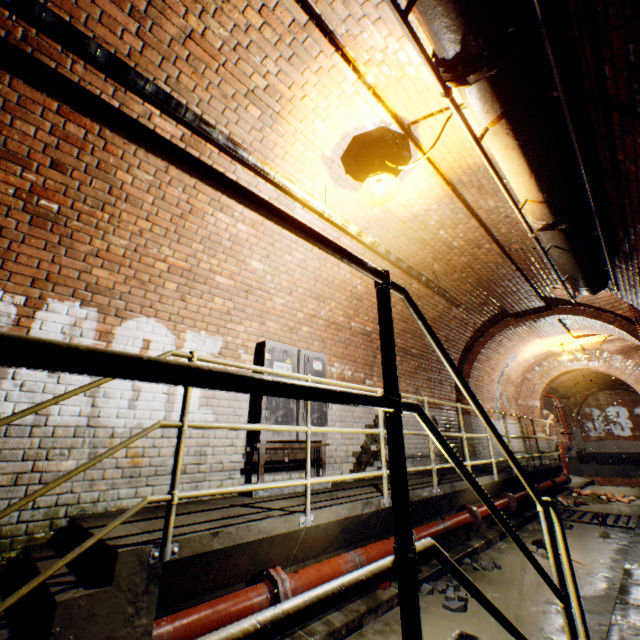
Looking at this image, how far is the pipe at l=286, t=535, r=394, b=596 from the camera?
2.7 meters

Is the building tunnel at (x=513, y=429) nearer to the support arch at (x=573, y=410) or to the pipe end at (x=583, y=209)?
the pipe end at (x=583, y=209)

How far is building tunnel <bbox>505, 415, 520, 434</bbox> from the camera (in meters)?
11.83

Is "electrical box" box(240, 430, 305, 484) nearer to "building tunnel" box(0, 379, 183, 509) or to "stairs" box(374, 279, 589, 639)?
"building tunnel" box(0, 379, 183, 509)

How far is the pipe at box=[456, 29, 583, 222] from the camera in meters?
1.9

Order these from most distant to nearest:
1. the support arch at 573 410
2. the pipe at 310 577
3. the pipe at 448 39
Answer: the support arch at 573 410, the pipe at 310 577, the pipe at 448 39

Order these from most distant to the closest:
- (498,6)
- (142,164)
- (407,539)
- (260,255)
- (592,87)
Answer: (260,255) → (142,164) → (592,87) → (498,6) → (407,539)

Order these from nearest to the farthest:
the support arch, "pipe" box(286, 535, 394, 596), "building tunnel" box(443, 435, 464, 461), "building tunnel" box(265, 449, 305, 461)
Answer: "pipe" box(286, 535, 394, 596) < "building tunnel" box(265, 449, 305, 461) < "building tunnel" box(443, 435, 464, 461) < the support arch
